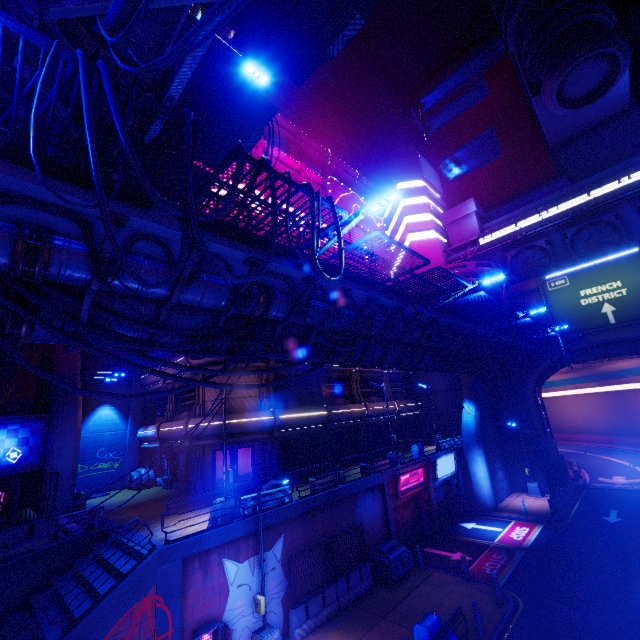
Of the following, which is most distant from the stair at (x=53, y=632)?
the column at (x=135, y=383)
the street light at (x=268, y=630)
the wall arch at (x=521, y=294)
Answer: the wall arch at (x=521, y=294)

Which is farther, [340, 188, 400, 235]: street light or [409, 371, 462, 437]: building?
[409, 371, 462, 437]: building

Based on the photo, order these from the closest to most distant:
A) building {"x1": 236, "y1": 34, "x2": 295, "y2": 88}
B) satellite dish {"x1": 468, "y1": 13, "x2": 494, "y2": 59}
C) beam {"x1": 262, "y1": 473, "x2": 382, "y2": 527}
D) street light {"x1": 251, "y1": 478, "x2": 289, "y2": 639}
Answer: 1. street light {"x1": 251, "y1": 478, "x2": 289, "y2": 639}
2. beam {"x1": 262, "y1": 473, "x2": 382, "y2": 527}
3. satellite dish {"x1": 468, "y1": 13, "x2": 494, "y2": 59}
4. building {"x1": 236, "y1": 34, "x2": 295, "y2": 88}

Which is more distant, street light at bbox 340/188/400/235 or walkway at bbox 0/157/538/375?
street light at bbox 340/188/400/235

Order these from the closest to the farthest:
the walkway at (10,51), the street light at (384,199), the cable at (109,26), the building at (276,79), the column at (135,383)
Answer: the cable at (109,26)
the street light at (384,199)
the walkway at (10,51)
the column at (135,383)
the building at (276,79)

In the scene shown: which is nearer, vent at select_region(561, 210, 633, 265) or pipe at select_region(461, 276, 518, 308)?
pipe at select_region(461, 276, 518, 308)

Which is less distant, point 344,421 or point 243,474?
point 243,474

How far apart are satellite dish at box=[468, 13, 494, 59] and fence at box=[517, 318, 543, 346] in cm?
4787
